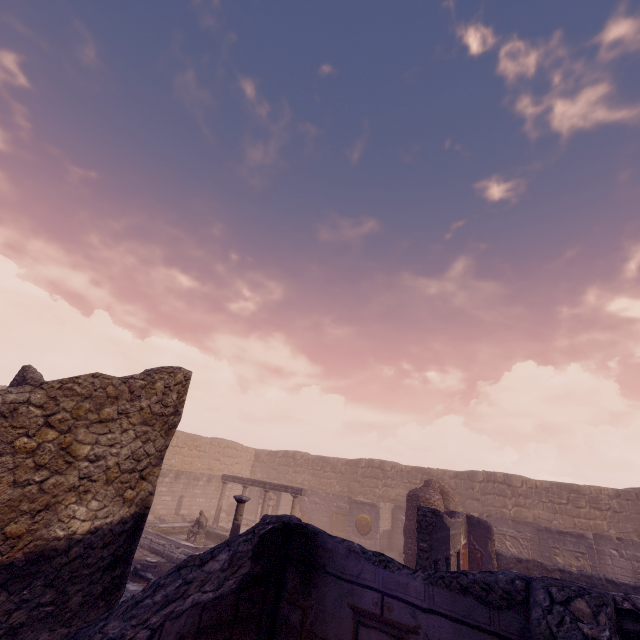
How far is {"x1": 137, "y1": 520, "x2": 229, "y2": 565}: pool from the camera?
11.2m

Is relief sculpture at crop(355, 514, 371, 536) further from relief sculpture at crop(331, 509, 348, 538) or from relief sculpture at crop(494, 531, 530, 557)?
relief sculpture at crop(494, 531, 530, 557)

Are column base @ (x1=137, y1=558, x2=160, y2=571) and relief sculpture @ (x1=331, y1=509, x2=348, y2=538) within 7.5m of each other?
no

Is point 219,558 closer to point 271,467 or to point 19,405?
point 19,405

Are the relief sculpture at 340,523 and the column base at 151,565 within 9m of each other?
no

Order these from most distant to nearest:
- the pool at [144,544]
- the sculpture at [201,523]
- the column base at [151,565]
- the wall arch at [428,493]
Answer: the sculpture at [201,523]
the wall arch at [428,493]
the pool at [144,544]
the column base at [151,565]

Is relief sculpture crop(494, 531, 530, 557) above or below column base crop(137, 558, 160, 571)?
above

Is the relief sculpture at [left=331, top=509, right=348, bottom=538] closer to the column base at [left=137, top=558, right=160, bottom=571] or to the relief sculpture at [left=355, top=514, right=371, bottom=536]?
the relief sculpture at [left=355, top=514, right=371, bottom=536]
